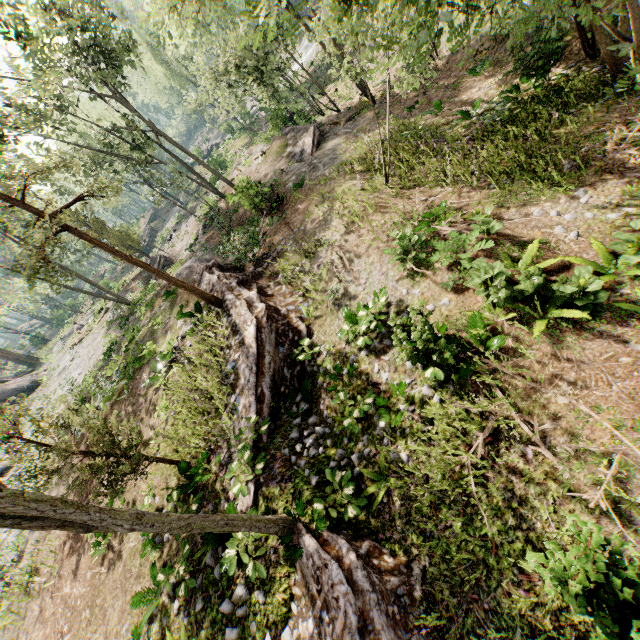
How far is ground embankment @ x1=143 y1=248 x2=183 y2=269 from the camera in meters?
31.3

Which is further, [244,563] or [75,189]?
[75,189]

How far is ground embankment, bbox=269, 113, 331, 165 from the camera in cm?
2214

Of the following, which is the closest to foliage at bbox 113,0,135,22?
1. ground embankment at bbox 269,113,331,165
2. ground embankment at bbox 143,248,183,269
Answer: ground embankment at bbox 143,248,183,269

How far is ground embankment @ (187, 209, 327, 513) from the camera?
10.30m

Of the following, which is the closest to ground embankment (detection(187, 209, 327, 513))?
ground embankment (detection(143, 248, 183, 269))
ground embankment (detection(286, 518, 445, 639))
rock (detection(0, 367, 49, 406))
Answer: ground embankment (detection(286, 518, 445, 639))

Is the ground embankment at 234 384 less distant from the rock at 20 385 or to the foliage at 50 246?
the foliage at 50 246

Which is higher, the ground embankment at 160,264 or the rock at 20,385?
the rock at 20,385
